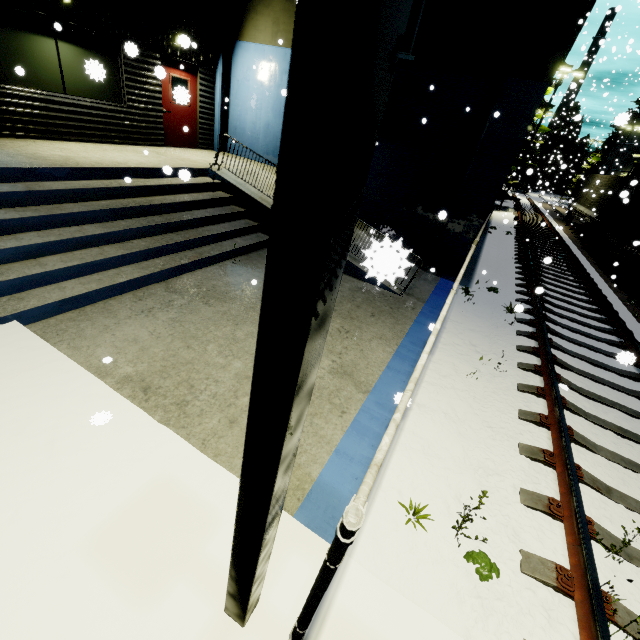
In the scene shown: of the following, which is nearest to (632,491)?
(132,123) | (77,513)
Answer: (77,513)

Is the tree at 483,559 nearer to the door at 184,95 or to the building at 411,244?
the building at 411,244

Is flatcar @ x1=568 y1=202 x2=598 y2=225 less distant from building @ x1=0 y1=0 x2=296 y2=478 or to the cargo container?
the cargo container

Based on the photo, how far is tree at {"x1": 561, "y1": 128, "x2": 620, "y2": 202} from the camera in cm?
4981

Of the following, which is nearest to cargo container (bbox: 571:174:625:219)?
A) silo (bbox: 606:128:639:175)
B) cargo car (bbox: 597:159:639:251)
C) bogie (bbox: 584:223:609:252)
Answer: cargo car (bbox: 597:159:639:251)

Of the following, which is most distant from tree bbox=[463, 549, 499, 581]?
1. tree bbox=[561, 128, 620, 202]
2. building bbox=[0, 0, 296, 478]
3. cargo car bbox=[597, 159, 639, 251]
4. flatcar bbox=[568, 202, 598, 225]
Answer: tree bbox=[561, 128, 620, 202]

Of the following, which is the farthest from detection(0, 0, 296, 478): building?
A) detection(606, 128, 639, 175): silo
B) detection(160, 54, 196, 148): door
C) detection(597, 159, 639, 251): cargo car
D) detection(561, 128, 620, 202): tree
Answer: detection(606, 128, 639, 175): silo

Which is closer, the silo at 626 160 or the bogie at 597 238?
the bogie at 597 238
